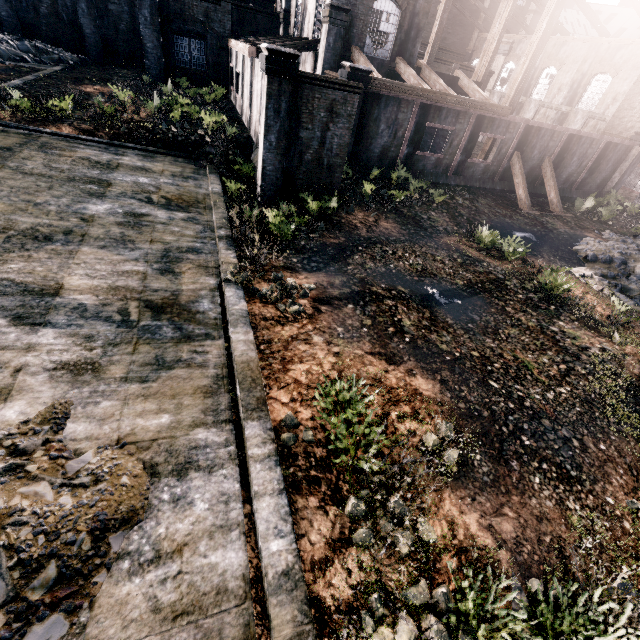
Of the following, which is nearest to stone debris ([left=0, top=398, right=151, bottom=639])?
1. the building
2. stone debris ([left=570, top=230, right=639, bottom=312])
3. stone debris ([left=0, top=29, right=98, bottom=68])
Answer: the building

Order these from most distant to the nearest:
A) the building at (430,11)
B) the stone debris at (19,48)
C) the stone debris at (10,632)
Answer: the stone debris at (19,48) → the building at (430,11) → the stone debris at (10,632)

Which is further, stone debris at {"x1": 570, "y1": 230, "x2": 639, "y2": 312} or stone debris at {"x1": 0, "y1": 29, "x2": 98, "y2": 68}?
stone debris at {"x1": 0, "y1": 29, "x2": 98, "y2": 68}

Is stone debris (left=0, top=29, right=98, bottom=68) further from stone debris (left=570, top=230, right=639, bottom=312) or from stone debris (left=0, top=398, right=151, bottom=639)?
stone debris (left=570, top=230, right=639, bottom=312)

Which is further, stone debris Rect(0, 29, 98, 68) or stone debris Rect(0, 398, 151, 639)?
stone debris Rect(0, 29, 98, 68)

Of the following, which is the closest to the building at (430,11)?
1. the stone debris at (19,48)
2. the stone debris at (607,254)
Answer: the stone debris at (607,254)

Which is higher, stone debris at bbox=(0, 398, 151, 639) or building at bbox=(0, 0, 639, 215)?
building at bbox=(0, 0, 639, 215)

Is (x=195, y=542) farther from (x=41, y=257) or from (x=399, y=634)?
(x=41, y=257)
